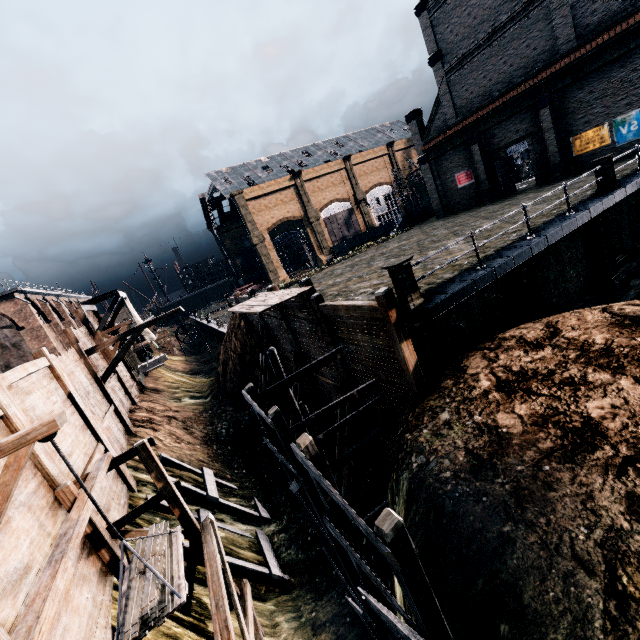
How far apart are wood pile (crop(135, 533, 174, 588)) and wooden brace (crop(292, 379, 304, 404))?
11.68m

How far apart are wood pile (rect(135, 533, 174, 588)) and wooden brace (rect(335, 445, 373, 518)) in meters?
8.5

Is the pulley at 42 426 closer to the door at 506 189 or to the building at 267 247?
the building at 267 247

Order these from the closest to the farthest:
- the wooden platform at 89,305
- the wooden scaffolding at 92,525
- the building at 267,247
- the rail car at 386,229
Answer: the wooden scaffolding at 92,525, the wooden platform at 89,305, the rail car at 386,229, the building at 267,247

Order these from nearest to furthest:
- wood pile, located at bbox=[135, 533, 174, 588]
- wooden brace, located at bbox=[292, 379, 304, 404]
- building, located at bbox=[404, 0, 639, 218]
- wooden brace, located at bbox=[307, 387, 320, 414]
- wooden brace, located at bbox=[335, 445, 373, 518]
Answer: wood pile, located at bbox=[135, 533, 174, 588], wooden brace, located at bbox=[335, 445, 373, 518], wooden brace, located at bbox=[292, 379, 304, 404], wooden brace, located at bbox=[307, 387, 320, 414], building, located at bbox=[404, 0, 639, 218]

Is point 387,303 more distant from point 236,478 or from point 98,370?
point 98,370

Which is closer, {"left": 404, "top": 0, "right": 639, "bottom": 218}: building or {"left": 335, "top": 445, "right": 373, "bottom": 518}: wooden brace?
{"left": 335, "top": 445, "right": 373, "bottom": 518}: wooden brace

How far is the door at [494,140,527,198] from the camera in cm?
2716
